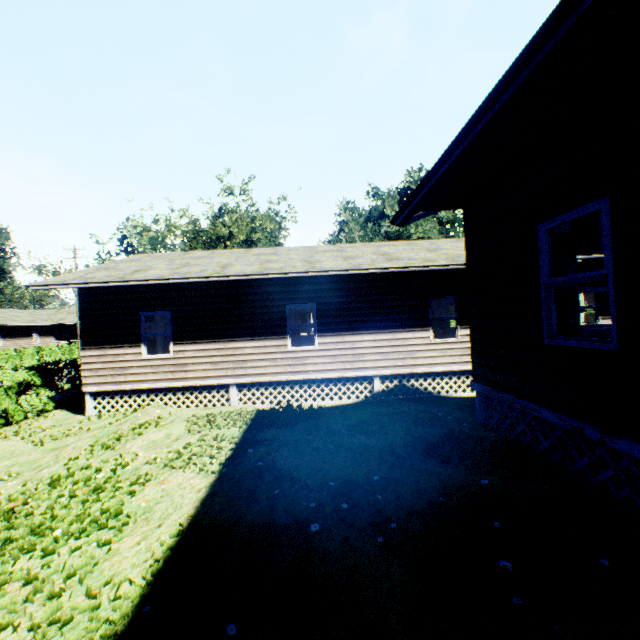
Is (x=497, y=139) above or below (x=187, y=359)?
above
